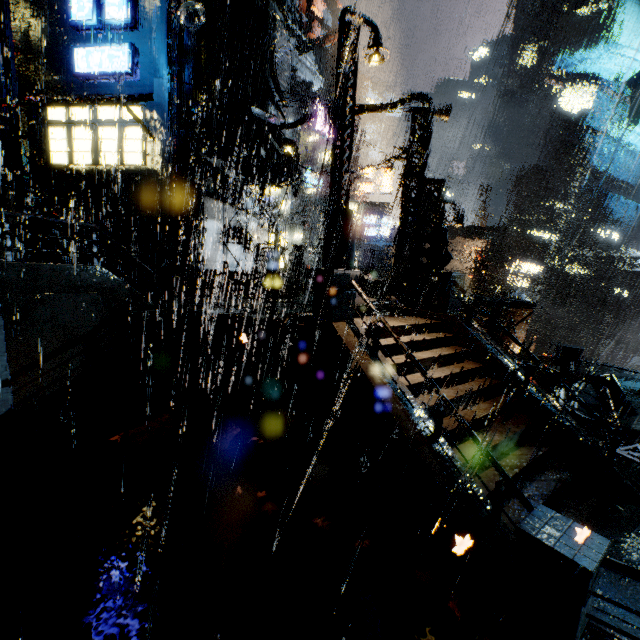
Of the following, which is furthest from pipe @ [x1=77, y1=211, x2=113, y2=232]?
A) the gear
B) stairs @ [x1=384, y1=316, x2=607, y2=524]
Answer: the gear

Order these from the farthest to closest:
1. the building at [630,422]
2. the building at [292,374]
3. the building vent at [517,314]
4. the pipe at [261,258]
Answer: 1. the building vent at [517,314]
2. the pipe at [261,258]
3. the building at [630,422]
4. the building at [292,374]

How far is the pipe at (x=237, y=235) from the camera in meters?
19.6 m

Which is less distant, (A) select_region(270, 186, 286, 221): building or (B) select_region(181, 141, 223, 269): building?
(B) select_region(181, 141, 223, 269): building

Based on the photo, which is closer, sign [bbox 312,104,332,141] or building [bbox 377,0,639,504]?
building [bbox 377,0,639,504]

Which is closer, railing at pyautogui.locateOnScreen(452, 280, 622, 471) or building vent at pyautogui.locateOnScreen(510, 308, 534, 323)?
railing at pyautogui.locateOnScreen(452, 280, 622, 471)

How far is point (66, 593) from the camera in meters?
4.7 m

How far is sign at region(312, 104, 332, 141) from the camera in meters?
35.6
